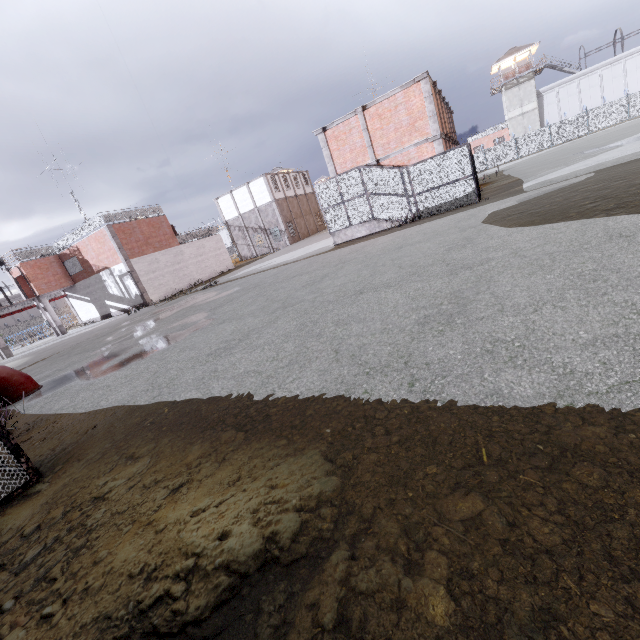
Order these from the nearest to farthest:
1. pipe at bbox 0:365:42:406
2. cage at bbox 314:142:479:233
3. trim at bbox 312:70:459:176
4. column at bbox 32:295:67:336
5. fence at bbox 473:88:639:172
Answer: pipe at bbox 0:365:42:406, cage at bbox 314:142:479:233, trim at bbox 312:70:459:176, column at bbox 32:295:67:336, fence at bbox 473:88:639:172

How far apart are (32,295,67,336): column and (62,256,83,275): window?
2.8m

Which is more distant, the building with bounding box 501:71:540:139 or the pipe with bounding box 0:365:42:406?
the building with bounding box 501:71:540:139

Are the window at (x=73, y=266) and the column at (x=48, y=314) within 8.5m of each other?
yes

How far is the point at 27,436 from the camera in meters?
6.3 m

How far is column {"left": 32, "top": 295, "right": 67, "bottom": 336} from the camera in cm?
2991

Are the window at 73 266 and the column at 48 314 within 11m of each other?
yes

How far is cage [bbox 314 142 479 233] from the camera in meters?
16.3 m
